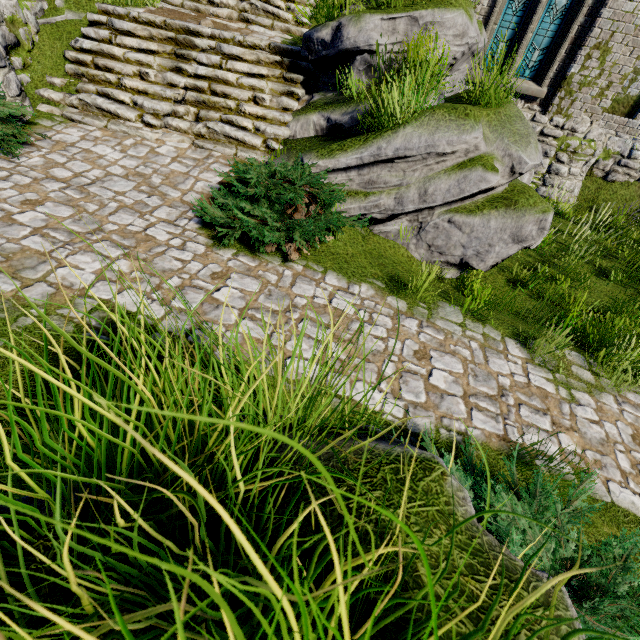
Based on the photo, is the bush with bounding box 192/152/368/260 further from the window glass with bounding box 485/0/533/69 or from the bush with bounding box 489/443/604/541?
the window glass with bounding box 485/0/533/69

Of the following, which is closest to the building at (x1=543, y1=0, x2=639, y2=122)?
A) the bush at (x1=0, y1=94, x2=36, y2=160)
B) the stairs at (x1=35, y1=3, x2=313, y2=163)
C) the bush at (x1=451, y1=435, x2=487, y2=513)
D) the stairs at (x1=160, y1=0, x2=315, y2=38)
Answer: the stairs at (x1=160, y1=0, x2=315, y2=38)

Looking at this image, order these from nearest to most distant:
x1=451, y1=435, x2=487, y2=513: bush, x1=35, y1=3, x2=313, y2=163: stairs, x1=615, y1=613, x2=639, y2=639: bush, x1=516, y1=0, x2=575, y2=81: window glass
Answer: x1=615, y1=613, x2=639, y2=639: bush
x1=451, y1=435, x2=487, y2=513: bush
x1=35, y1=3, x2=313, y2=163: stairs
x1=516, y1=0, x2=575, y2=81: window glass

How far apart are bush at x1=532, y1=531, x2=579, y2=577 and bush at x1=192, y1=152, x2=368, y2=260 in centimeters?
333cm

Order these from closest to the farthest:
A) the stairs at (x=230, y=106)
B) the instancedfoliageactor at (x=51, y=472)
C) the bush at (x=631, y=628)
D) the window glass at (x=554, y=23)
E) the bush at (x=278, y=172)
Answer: the instancedfoliageactor at (x=51, y=472)
the bush at (x=631, y=628)
the bush at (x=278, y=172)
the stairs at (x=230, y=106)
the window glass at (x=554, y=23)

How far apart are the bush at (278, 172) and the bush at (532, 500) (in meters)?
3.33

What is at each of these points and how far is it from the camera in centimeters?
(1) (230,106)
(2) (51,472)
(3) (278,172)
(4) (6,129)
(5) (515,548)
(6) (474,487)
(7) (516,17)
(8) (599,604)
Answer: (1) stairs, 648cm
(2) instancedfoliageactor, 83cm
(3) bush, 498cm
(4) bush, 501cm
(5) bush, 192cm
(6) bush, 233cm
(7) window glass, 876cm
(8) bush, 184cm
